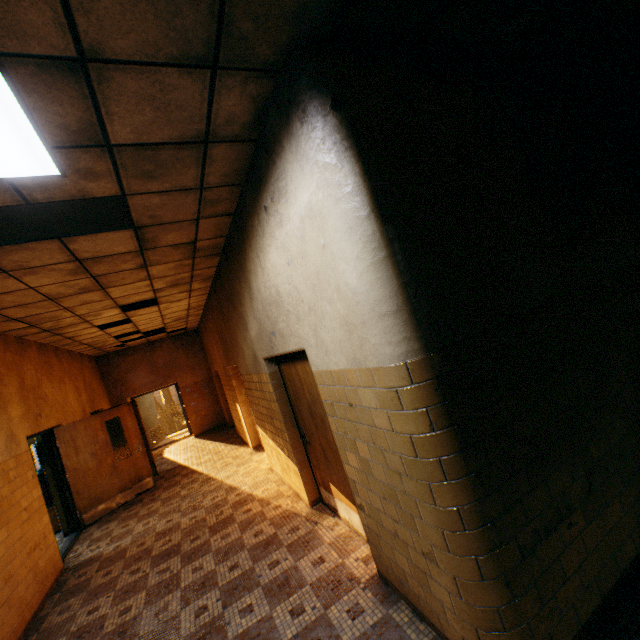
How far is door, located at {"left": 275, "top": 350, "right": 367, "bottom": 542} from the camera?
3.56m

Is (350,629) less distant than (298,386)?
Yes

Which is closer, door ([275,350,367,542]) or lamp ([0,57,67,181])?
lamp ([0,57,67,181])

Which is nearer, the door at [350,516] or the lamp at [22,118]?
the lamp at [22,118]

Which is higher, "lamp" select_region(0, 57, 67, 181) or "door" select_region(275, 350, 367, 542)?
"lamp" select_region(0, 57, 67, 181)

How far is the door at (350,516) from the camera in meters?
3.6
